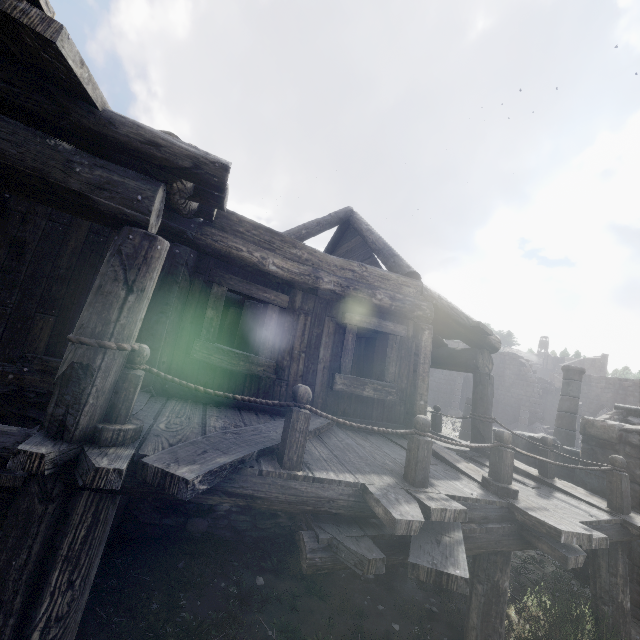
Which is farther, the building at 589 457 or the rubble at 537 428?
the rubble at 537 428

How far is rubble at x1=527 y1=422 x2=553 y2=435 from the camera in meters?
24.5 m

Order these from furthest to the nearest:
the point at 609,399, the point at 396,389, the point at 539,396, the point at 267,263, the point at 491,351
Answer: the point at 539,396 → the point at 609,399 → the point at 491,351 → the point at 396,389 → the point at 267,263

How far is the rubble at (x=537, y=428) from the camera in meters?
24.5 m

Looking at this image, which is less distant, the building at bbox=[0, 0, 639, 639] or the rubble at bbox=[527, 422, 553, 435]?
the building at bbox=[0, 0, 639, 639]
